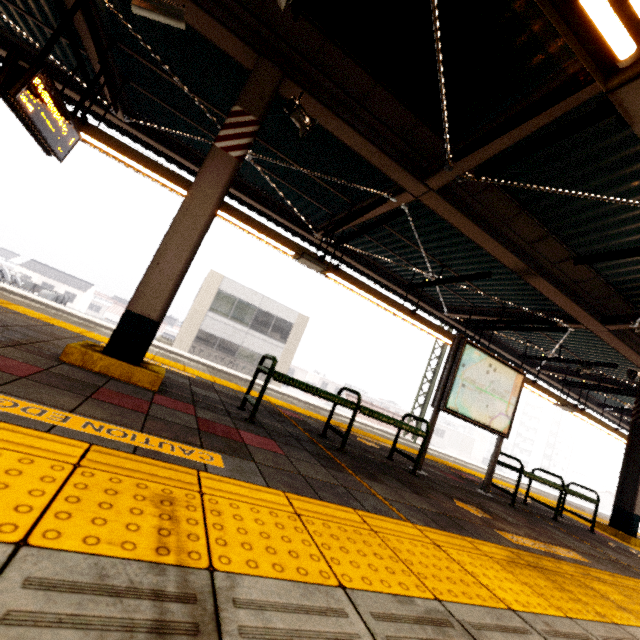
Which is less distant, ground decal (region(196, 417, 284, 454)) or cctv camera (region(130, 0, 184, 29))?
ground decal (region(196, 417, 284, 454))

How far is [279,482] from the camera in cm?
196

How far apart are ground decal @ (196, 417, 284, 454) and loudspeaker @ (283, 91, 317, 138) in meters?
3.3 m

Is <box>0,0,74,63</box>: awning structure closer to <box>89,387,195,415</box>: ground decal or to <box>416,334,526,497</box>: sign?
<box>89,387,195,415</box>: ground decal

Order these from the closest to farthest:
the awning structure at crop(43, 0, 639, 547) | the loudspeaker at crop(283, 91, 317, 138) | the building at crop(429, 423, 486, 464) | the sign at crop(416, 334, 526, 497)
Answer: the awning structure at crop(43, 0, 639, 547), the loudspeaker at crop(283, 91, 317, 138), the sign at crop(416, 334, 526, 497), the building at crop(429, 423, 486, 464)

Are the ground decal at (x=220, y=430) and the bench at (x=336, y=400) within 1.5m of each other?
yes

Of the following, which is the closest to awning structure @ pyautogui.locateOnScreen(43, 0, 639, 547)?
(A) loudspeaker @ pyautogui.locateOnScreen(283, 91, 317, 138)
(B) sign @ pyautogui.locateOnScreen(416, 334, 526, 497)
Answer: (A) loudspeaker @ pyautogui.locateOnScreen(283, 91, 317, 138)

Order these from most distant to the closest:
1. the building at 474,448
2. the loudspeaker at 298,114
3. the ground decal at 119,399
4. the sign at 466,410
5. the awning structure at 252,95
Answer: the building at 474,448 < the sign at 466,410 < the loudspeaker at 298,114 < the awning structure at 252,95 < the ground decal at 119,399
